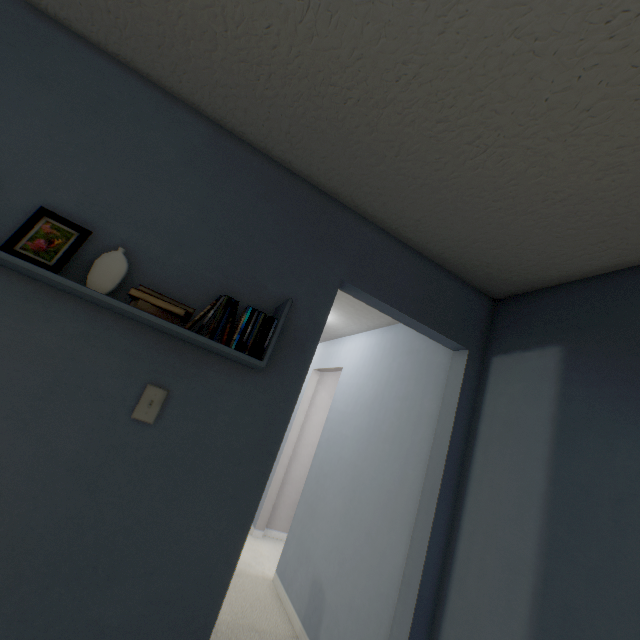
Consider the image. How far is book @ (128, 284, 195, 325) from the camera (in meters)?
1.11

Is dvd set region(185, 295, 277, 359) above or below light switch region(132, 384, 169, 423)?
above

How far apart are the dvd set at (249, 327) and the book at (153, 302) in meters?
0.0

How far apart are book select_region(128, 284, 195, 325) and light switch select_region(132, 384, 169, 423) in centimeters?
28cm

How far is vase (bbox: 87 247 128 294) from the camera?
1.14m

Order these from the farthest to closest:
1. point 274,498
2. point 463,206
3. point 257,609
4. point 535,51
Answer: point 274,498 < point 257,609 < point 463,206 < point 535,51

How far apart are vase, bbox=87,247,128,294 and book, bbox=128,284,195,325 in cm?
9

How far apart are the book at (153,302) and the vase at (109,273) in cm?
9
